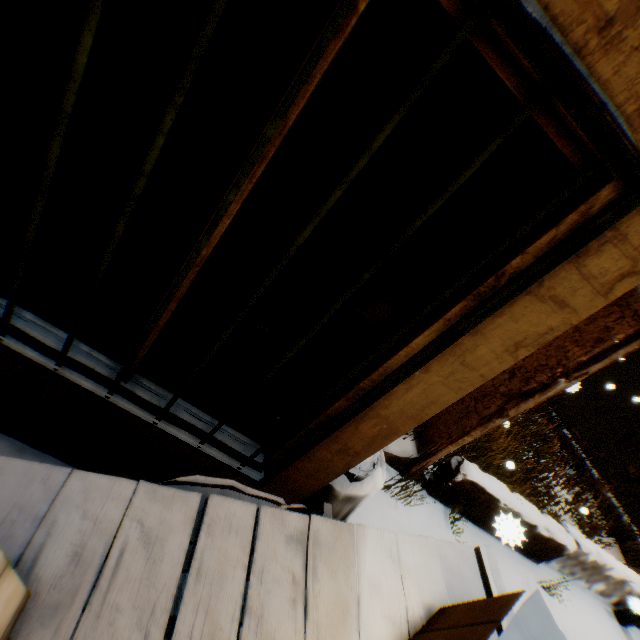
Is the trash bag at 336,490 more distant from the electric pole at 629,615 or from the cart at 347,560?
the electric pole at 629,615

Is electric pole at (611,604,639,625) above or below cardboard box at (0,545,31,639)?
below

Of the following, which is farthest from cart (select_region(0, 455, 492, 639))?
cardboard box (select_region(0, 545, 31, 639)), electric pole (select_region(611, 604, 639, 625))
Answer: electric pole (select_region(611, 604, 639, 625))

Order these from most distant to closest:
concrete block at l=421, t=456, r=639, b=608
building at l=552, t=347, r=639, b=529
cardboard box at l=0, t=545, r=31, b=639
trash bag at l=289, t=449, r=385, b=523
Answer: building at l=552, t=347, r=639, b=529 < concrete block at l=421, t=456, r=639, b=608 < trash bag at l=289, t=449, r=385, b=523 < cardboard box at l=0, t=545, r=31, b=639

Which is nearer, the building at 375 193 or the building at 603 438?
the building at 375 193

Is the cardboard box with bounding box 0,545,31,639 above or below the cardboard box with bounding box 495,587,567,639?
below

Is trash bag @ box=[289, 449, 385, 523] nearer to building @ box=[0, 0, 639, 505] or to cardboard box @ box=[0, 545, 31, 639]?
building @ box=[0, 0, 639, 505]

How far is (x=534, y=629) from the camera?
1.1m
